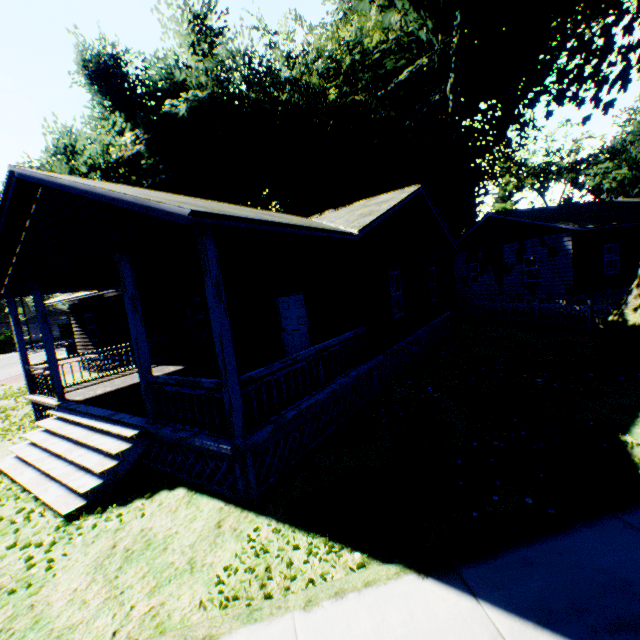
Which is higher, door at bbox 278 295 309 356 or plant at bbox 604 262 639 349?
door at bbox 278 295 309 356

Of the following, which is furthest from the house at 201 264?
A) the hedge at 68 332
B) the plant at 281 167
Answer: the hedge at 68 332

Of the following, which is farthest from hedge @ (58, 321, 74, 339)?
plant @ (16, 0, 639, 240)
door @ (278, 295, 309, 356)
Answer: door @ (278, 295, 309, 356)

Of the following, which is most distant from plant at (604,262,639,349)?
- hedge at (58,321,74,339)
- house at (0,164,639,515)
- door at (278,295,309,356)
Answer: door at (278,295,309,356)

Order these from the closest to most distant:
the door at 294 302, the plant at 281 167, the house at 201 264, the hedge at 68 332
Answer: the house at 201 264, the door at 294 302, the plant at 281 167, the hedge at 68 332

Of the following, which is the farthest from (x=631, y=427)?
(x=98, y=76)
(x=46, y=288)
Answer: (x=98, y=76)
